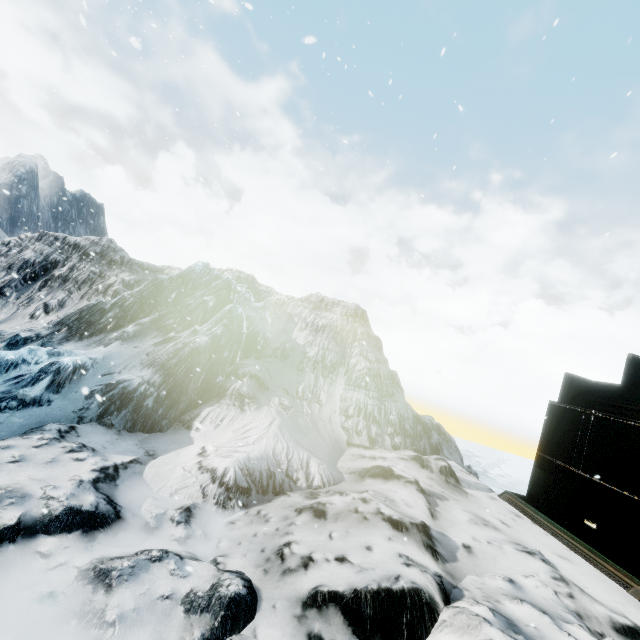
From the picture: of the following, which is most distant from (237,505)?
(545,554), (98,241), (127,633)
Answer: (98,241)
